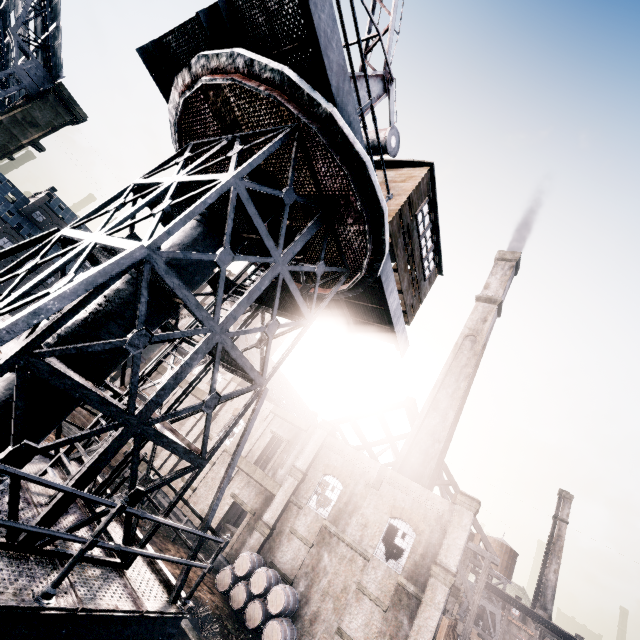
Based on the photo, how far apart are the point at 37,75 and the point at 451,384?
38.3 meters

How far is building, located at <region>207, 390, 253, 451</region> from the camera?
32.2m

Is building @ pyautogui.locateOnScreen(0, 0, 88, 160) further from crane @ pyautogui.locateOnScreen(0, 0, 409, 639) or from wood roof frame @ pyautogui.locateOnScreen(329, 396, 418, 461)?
crane @ pyautogui.locateOnScreen(0, 0, 409, 639)

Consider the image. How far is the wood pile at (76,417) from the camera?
32.0 meters

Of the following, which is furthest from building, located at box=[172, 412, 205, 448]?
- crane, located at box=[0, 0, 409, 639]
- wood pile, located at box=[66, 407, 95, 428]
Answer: crane, located at box=[0, 0, 409, 639]

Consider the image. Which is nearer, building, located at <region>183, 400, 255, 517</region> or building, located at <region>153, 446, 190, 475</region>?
building, located at <region>183, 400, 255, 517</region>

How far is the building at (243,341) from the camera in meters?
40.8
